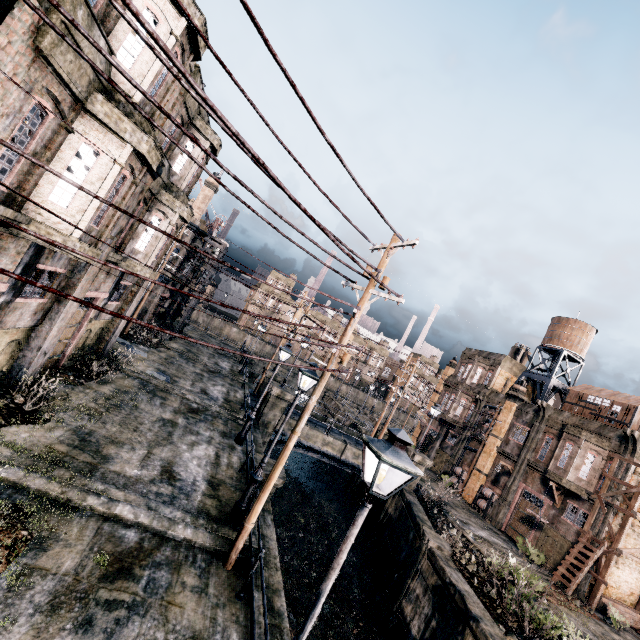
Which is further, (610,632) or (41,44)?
(610,632)

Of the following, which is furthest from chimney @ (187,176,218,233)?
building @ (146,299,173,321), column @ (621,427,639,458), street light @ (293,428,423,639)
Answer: column @ (621,427,639,458)

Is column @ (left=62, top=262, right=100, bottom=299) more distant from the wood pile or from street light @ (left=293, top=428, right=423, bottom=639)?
the wood pile

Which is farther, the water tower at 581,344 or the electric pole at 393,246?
the water tower at 581,344

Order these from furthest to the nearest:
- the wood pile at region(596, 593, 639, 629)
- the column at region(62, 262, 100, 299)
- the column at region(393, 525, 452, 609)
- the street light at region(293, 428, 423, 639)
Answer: the wood pile at region(596, 593, 639, 629), the column at region(393, 525, 452, 609), the column at region(62, 262, 100, 299), the street light at region(293, 428, 423, 639)

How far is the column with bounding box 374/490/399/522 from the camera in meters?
25.7

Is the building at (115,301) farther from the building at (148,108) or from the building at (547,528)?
the building at (547,528)
